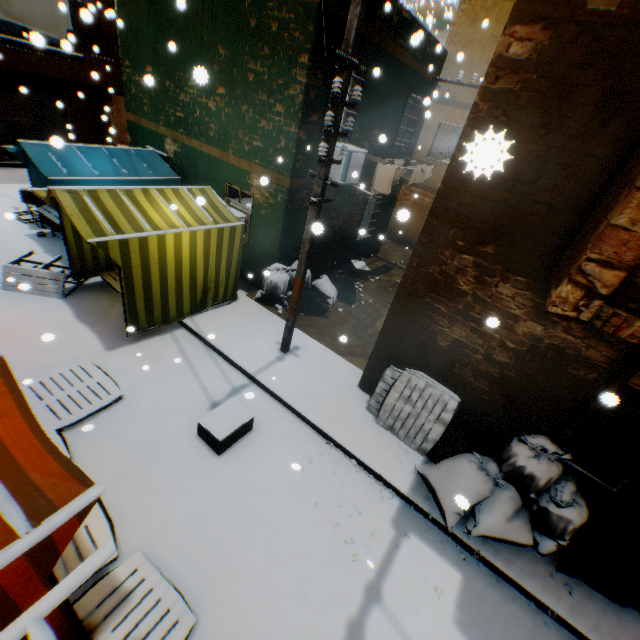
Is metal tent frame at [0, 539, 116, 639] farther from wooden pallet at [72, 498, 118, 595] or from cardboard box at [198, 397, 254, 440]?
cardboard box at [198, 397, 254, 440]

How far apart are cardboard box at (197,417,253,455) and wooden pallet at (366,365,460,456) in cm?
180

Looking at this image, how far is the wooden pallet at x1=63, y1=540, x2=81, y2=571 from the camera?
3.5m

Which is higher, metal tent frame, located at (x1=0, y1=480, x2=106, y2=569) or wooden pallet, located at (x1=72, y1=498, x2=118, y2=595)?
metal tent frame, located at (x1=0, y1=480, x2=106, y2=569)

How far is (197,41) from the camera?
7.6m

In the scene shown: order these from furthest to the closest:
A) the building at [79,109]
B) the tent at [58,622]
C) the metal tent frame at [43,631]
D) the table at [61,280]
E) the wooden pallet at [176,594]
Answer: the building at [79,109]
the table at [61,280]
the wooden pallet at [176,594]
the tent at [58,622]
the metal tent frame at [43,631]

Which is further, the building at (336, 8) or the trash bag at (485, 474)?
the building at (336, 8)

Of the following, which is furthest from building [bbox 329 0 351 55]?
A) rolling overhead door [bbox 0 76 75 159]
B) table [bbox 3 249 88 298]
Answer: table [bbox 3 249 88 298]
